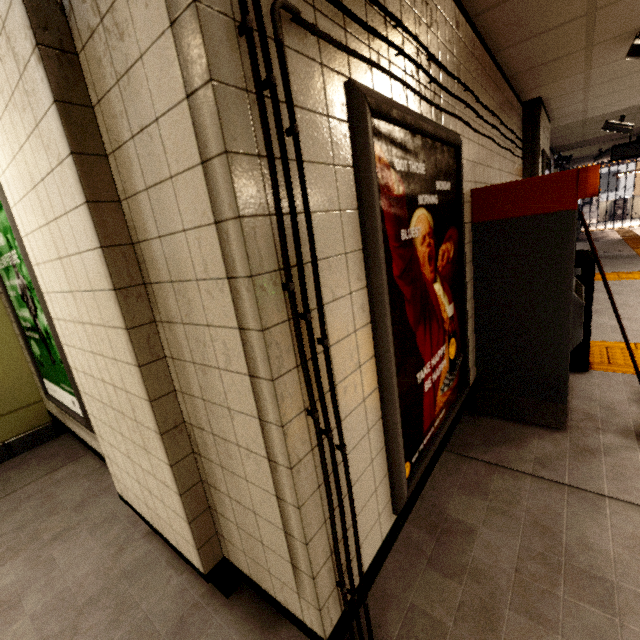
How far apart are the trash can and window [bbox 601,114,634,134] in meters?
4.6

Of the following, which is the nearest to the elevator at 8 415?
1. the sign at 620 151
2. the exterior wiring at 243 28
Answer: the exterior wiring at 243 28

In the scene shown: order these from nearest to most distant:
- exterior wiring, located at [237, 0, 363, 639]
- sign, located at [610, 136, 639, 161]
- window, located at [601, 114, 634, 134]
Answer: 1. exterior wiring, located at [237, 0, 363, 639]
2. window, located at [601, 114, 634, 134]
3. sign, located at [610, 136, 639, 161]

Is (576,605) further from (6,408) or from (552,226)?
(6,408)

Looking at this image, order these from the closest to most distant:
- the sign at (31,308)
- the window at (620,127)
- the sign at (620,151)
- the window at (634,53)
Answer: the sign at (31,308) < the window at (634,53) < the window at (620,127) < the sign at (620,151)

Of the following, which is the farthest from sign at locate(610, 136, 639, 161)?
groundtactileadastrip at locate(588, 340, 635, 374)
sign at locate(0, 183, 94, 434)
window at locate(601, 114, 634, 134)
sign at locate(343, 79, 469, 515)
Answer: sign at locate(0, 183, 94, 434)

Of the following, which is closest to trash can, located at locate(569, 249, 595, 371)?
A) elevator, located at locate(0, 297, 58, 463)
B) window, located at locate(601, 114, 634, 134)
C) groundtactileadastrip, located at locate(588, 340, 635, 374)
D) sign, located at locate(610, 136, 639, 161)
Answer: groundtactileadastrip, located at locate(588, 340, 635, 374)

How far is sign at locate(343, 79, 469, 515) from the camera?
1.2m
